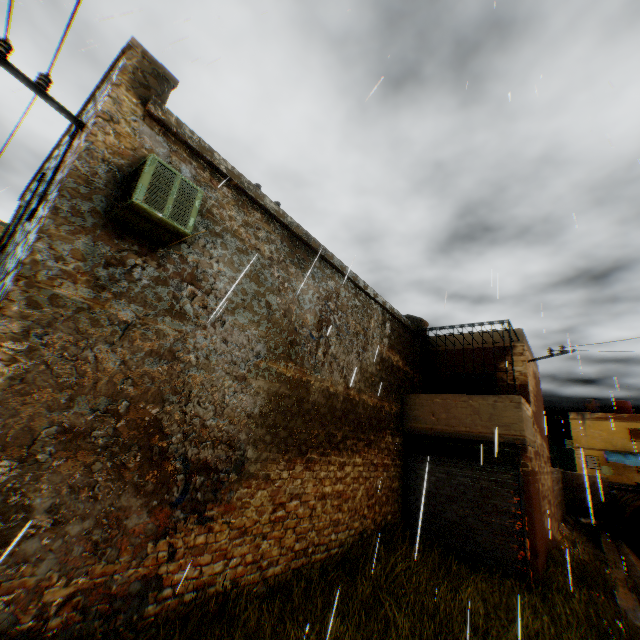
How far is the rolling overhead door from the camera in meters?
8.5 m

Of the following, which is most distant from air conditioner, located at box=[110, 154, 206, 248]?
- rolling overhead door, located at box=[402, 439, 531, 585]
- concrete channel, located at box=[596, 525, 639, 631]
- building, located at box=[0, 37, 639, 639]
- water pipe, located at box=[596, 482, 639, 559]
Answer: water pipe, located at box=[596, 482, 639, 559]

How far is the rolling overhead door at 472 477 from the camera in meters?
8.5

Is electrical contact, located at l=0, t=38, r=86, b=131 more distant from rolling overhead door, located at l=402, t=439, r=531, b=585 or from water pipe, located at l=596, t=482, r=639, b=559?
water pipe, located at l=596, t=482, r=639, b=559

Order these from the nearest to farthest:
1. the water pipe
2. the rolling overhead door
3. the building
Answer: the building < the rolling overhead door < the water pipe

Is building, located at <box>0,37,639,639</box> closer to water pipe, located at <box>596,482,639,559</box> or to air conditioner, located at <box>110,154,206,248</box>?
air conditioner, located at <box>110,154,206,248</box>

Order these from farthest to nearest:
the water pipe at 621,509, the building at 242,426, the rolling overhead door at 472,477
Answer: the water pipe at 621,509 → the rolling overhead door at 472,477 → the building at 242,426

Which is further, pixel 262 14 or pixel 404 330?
pixel 404 330
